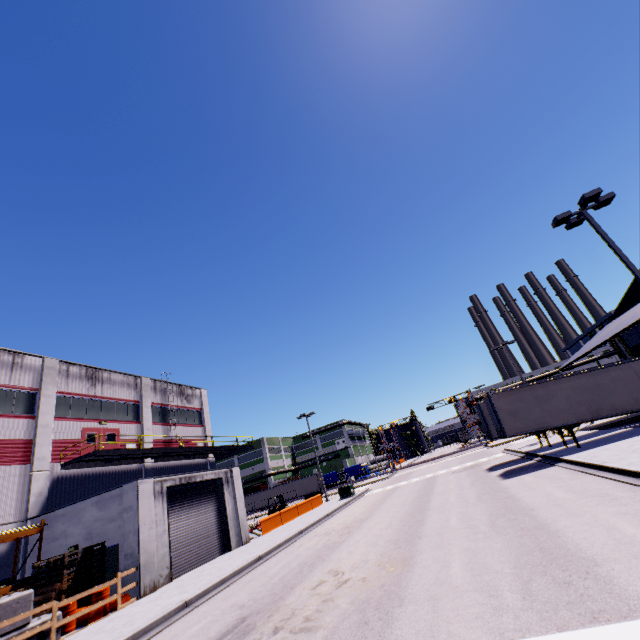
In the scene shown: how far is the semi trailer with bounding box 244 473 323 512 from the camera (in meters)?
54.76

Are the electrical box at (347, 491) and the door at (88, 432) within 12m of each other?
no

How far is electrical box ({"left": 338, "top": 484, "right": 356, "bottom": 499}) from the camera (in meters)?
32.78

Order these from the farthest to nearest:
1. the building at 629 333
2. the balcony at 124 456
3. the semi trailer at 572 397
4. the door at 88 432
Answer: the door at 88 432 → the building at 629 333 → the balcony at 124 456 → the semi trailer at 572 397

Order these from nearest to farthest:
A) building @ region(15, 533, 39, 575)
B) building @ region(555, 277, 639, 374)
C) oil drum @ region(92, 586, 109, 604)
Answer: oil drum @ region(92, 586, 109, 604)
building @ region(15, 533, 39, 575)
building @ region(555, 277, 639, 374)

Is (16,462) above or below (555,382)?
above

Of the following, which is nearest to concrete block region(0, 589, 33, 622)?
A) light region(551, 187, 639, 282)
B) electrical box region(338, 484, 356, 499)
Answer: light region(551, 187, 639, 282)

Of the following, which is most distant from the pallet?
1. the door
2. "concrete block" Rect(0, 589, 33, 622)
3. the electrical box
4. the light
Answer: the light
